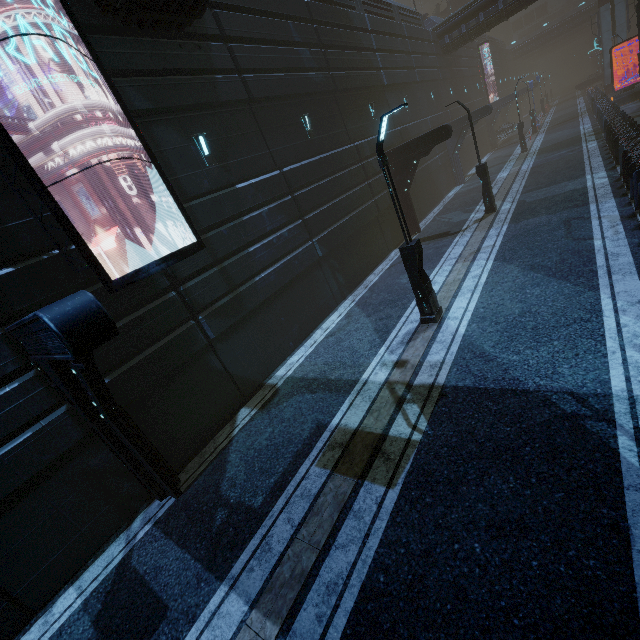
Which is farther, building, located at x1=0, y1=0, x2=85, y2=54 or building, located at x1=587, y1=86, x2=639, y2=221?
building, located at x1=587, y1=86, x2=639, y2=221

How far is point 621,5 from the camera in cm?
3522

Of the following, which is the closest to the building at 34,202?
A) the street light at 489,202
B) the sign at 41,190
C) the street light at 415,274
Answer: the sign at 41,190

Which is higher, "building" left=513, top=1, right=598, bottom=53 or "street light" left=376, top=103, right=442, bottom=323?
"building" left=513, top=1, right=598, bottom=53

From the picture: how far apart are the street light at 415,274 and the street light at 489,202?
10.1m

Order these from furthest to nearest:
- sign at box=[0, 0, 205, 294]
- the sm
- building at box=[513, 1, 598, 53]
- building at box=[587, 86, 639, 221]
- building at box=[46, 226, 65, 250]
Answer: building at box=[513, 1, 598, 53], the sm, building at box=[587, 86, 639, 221], building at box=[46, 226, 65, 250], sign at box=[0, 0, 205, 294]

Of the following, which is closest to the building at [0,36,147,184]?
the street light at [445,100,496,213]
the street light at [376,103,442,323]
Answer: the street light at [445,100,496,213]
